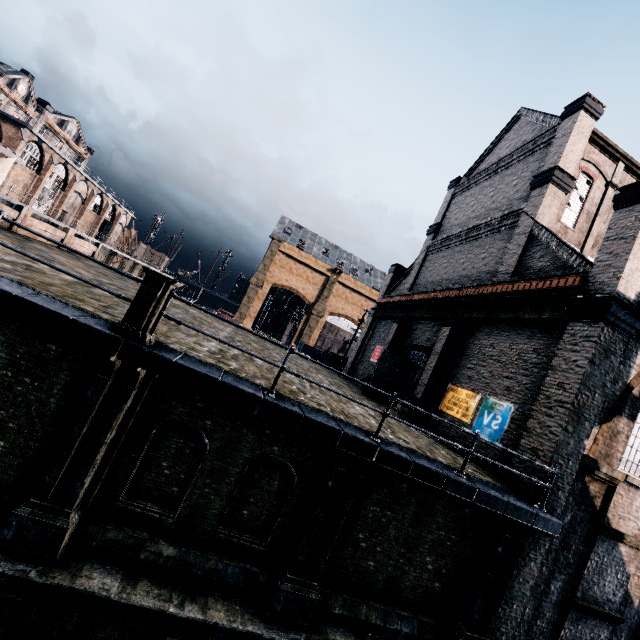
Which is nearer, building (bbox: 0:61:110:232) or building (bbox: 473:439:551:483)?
building (bbox: 473:439:551:483)

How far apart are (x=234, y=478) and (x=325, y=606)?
4.2 meters

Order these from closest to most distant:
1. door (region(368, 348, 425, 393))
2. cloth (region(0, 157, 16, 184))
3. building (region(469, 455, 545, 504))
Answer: building (region(469, 455, 545, 504)), door (region(368, 348, 425, 393)), cloth (region(0, 157, 16, 184))

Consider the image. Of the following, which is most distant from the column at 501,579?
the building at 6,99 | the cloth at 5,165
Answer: the building at 6,99

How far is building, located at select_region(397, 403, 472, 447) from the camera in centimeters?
1372cm

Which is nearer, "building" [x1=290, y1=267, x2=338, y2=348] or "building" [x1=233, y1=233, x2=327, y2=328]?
"building" [x1=233, y1=233, x2=327, y2=328]

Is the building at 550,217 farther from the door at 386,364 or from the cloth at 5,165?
the cloth at 5,165
